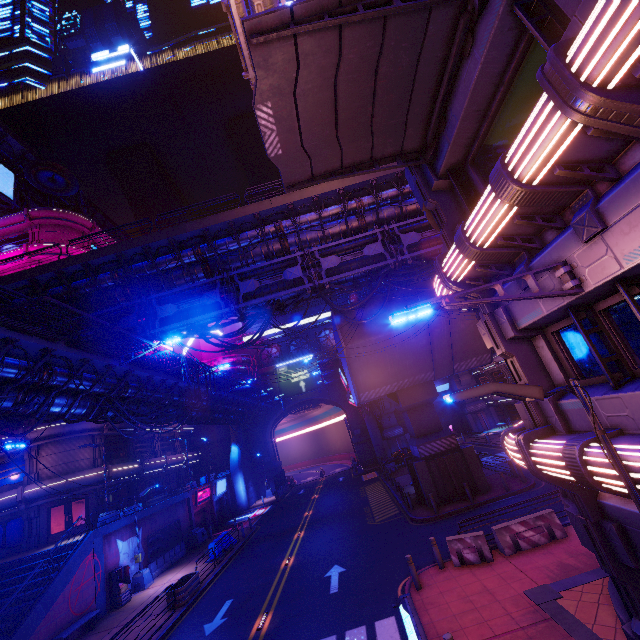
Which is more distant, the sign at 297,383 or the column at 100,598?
the sign at 297,383

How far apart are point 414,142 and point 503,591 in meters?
13.9 m

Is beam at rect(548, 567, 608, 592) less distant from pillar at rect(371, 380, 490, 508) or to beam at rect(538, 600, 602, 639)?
beam at rect(538, 600, 602, 639)

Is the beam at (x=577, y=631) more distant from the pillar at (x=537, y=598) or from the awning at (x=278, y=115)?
the awning at (x=278, y=115)

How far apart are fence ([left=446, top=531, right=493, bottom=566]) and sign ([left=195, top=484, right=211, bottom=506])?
27.80m

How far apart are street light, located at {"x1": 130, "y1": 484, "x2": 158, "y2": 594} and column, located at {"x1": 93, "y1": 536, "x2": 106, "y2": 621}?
2.14m

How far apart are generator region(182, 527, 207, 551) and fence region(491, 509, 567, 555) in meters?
25.8

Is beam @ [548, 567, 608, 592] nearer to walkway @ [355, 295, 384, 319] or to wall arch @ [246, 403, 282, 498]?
walkway @ [355, 295, 384, 319]
